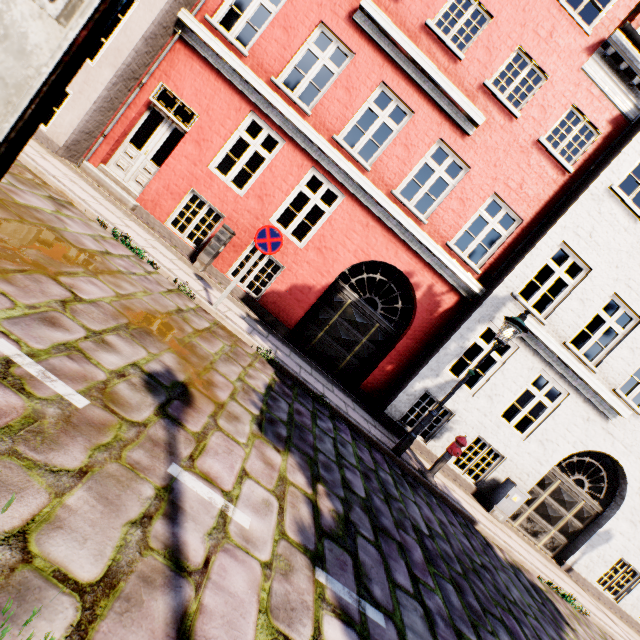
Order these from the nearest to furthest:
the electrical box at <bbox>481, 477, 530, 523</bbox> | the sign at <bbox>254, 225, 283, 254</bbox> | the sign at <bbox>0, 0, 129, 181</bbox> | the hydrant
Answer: the sign at <bbox>0, 0, 129, 181</bbox>
the sign at <bbox>254, 225, 283, 254</bbox>
the hydrant
the electrical box at <bbox>481, 477, 530, 523</bbox>

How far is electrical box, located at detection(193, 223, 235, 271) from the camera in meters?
7.7

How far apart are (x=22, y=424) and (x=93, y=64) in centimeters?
881cm

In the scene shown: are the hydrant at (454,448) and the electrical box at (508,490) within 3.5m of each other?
yes

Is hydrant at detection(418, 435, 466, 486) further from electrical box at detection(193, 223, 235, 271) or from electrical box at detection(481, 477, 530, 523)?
electrical box at detection(193, 223, 235, 271)

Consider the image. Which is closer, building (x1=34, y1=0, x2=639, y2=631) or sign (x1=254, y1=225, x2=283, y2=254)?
sign (x1=254, y1=225, x2=283, y2=254)

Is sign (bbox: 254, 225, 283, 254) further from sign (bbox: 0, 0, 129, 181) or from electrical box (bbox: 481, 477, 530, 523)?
electrical box (bbox: 481, 477, 530, 523)

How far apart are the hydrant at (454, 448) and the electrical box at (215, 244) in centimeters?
680cm
